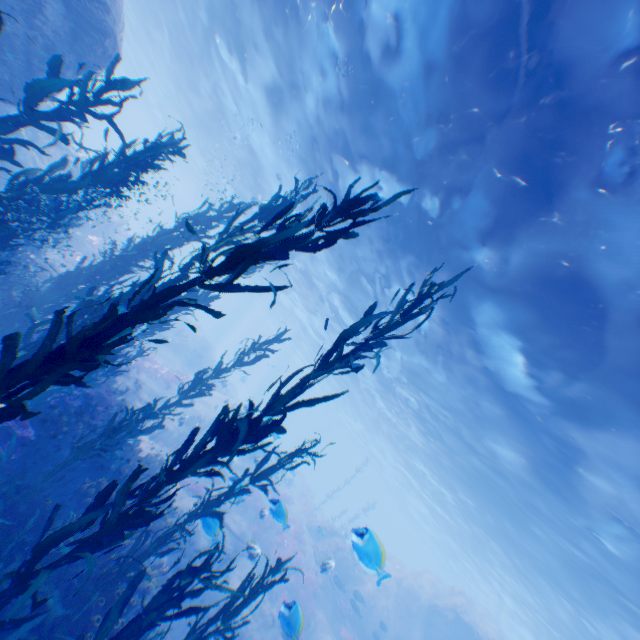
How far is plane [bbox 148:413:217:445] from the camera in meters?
14.1

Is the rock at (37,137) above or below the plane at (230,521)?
above

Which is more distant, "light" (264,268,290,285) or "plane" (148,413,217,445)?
"light" (264,268,290,285)

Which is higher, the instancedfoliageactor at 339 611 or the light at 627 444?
the light at 627 444

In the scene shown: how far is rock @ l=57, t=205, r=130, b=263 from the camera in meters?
16.4 m

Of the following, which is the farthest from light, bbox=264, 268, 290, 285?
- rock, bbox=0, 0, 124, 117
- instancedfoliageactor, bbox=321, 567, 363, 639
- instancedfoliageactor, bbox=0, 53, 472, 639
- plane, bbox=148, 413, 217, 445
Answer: instancedfoliageactor, bbox=321, 567, 363, 639

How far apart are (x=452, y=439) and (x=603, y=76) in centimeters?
1813cm

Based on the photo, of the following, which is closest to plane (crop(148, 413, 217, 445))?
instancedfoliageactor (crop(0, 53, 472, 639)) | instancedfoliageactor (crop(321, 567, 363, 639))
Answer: instancedfoliageactor (crop(0, 53, 472, 639))
